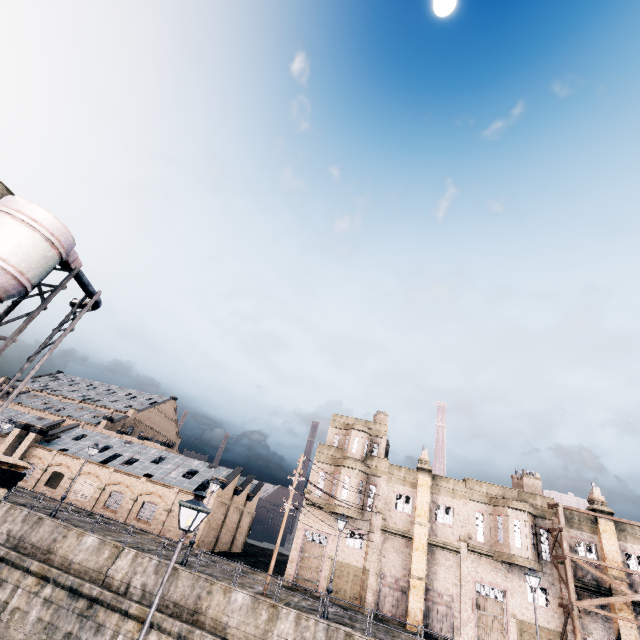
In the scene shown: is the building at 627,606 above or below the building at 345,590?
Result: above

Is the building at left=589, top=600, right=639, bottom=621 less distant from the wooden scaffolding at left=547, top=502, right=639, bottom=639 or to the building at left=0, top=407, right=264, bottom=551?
the wooden scaffolding at left=547, top=502, right=639, bottom=639

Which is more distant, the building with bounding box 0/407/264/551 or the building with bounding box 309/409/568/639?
the building with bounding box 0/407/264/551

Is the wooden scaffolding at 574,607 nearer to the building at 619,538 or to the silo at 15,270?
the building at 619,538

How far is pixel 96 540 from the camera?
23.3m

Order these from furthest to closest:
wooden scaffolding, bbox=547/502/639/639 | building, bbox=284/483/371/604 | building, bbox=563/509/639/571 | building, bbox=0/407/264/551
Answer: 1. building, bbox=0/407/264/551
2. building, bbox=284/483/371/604
3. building, bbox=563/509/639/571
4. wooden scaffolding, bbox=547/502/639/639
